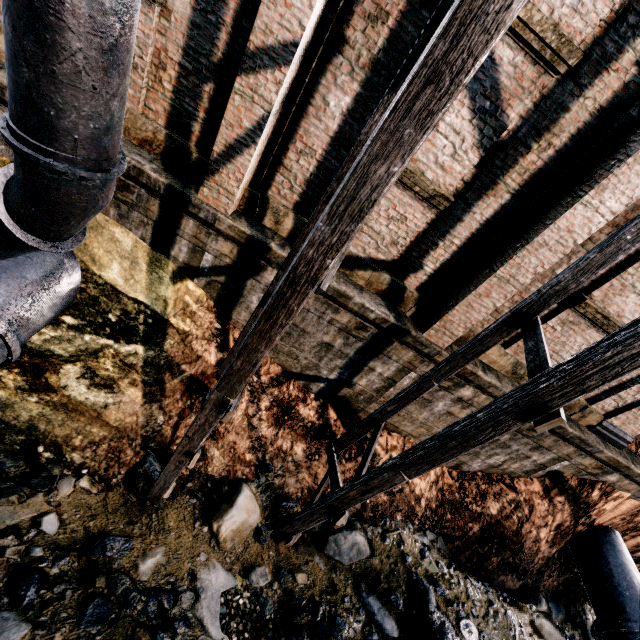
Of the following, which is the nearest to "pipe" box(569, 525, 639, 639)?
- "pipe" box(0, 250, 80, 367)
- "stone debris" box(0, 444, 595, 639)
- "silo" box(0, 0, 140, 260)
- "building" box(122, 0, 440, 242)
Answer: "stone debris" box(0, 444, 595, 639)

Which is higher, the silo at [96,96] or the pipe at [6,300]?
the silo at [96,96]

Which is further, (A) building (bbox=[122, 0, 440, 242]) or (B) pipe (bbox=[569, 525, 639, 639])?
(B) pipe (bbox=[569, 525, 639, 639])

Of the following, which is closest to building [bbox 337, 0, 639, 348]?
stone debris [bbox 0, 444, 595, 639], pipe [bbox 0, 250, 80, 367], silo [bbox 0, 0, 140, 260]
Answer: silo [bbox 0, 0, 140, 260]

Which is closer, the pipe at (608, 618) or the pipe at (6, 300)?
the pipe at (6, 300)

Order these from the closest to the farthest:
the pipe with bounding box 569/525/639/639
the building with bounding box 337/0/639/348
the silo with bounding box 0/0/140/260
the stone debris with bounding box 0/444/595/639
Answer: the silo with bounding box 0/0/140/260
the building with bounding box 337/0/639/348
the stone debris with bounding box 0/444/595/639
the pipe with bounding box 569/525/639/639

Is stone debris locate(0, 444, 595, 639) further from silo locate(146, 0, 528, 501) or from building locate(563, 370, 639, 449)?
building locate(563, 370, 639, 449)

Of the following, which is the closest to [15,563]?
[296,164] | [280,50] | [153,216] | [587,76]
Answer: [153,216]
